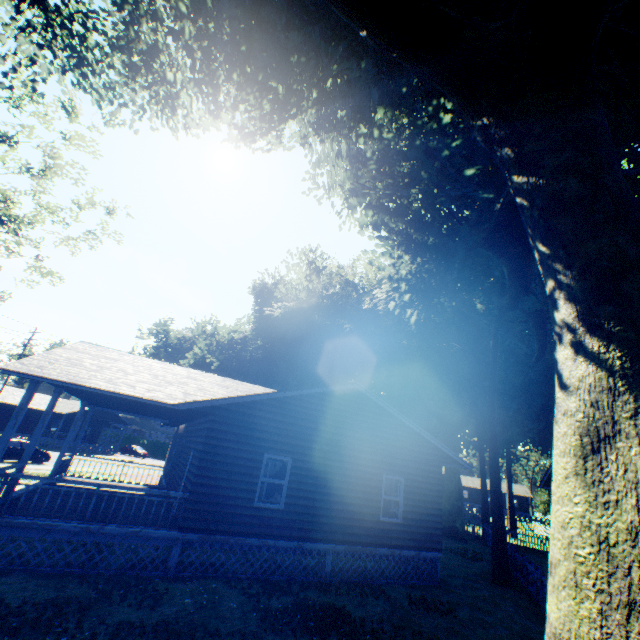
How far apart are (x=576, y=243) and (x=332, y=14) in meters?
12.4

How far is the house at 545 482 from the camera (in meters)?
18.32

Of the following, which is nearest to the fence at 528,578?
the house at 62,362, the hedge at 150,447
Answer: the house at 62,362

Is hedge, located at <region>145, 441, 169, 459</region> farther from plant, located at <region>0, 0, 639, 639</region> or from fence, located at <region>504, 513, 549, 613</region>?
plant, located at <region>0, 0, 639, 639</region>

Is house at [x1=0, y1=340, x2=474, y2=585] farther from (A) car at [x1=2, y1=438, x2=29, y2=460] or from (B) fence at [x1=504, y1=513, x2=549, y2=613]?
(A) car at [x1=2, y1=438, x2=29, y2=460]

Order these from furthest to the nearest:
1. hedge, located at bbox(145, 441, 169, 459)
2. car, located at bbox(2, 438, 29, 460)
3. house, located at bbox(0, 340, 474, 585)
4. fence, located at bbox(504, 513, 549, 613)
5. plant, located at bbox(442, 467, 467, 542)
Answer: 1. hedge, located at bbox(145, 441, 169, 459)
2. plant, located at bbox(442, 467, 467, 542)
3. car, located at bbox(2, 438, 29, 460)
4. fence, located at bbox(504, 513, 549, 613)
5. house, located at bbox(0, 340, 474, 585)

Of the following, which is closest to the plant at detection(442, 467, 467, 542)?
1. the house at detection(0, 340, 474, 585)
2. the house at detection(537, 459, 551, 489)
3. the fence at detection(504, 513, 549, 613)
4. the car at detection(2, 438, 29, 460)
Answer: the fence at detection(504, 513, 549, 613)

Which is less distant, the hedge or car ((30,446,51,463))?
car ((30,446,51,463))
